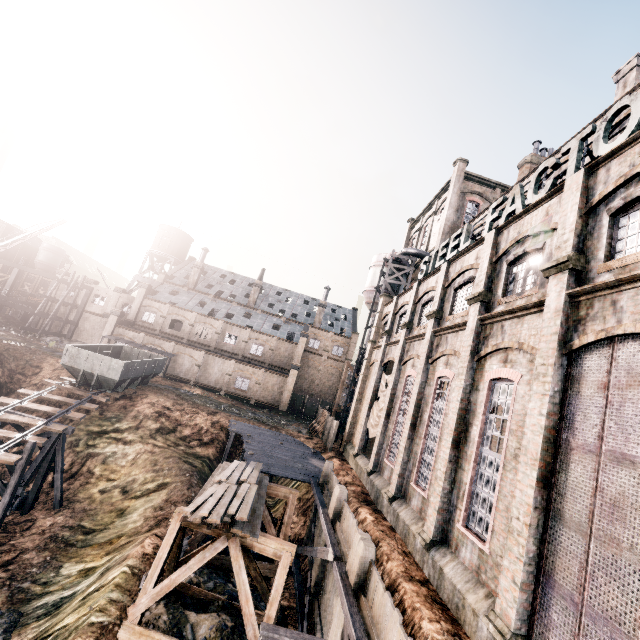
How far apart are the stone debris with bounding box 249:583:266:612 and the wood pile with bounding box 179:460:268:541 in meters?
3.5 m

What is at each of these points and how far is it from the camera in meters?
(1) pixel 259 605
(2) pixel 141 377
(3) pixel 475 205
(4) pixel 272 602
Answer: (1) stone debris, 14.1 m
(2) rail car container, 30.3 m
(3) building, 39.8 m
(4) wooden support structure, 11.3 m

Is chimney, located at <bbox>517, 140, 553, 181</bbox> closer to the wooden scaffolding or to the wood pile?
the wooden scaffolding

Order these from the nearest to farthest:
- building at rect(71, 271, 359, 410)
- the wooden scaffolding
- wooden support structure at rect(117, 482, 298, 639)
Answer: the wooden scaffolding
wooden support structure at rect(117, 482, 298, 639)
building at rect(71, 271, 359, 410)

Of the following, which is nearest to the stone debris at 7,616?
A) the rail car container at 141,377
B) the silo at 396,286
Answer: the rail car container at 141,377

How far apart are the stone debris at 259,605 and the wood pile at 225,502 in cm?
350

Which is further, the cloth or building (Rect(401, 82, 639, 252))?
the cloth

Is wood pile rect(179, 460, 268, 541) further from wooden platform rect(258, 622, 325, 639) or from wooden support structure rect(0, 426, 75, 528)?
wooden support structure rect(0, 426, 75, 528)
